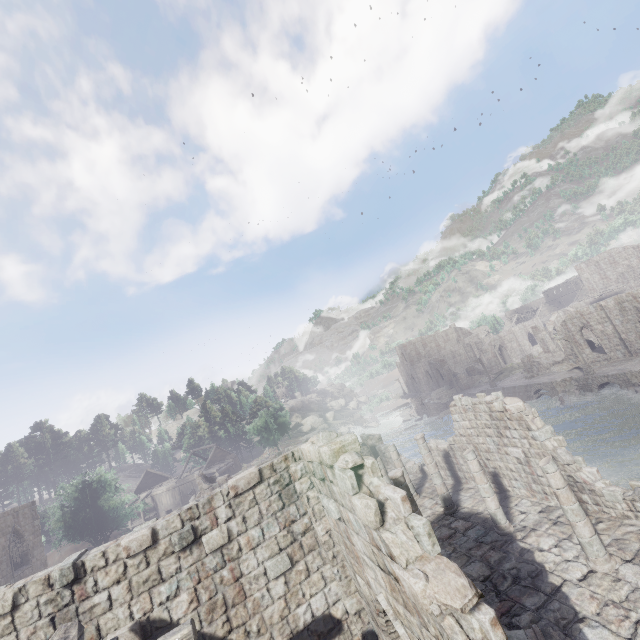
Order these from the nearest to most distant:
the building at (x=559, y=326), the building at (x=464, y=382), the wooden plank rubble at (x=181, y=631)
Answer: the wooden plank rubble at (x=181, y=631) → the building at (x=559, y=326) → the building at (x=464, y=382)

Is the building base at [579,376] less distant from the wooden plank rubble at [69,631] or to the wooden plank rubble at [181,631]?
the wooden plank rubble at [181,631]

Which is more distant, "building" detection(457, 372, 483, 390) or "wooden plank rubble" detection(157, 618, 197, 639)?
"building" detection(457, 372, 483, 390)

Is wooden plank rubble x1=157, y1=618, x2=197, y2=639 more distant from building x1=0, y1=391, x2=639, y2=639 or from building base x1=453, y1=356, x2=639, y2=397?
building base x1=453, y1=356, x2=639, y2=397

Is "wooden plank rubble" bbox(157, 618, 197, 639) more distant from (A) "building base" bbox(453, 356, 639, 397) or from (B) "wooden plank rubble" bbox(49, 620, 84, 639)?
(A) "building base" bbox(453, 356, 639, 397)

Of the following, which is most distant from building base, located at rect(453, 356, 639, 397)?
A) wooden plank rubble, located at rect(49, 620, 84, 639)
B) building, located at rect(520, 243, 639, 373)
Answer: wooden plank rubble, located at rect(49, 620, 84, 639)

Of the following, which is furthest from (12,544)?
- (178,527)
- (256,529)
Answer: (256,529)

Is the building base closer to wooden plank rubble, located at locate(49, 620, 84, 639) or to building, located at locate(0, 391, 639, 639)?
building, located at locate(0, 391, 639, 639)
